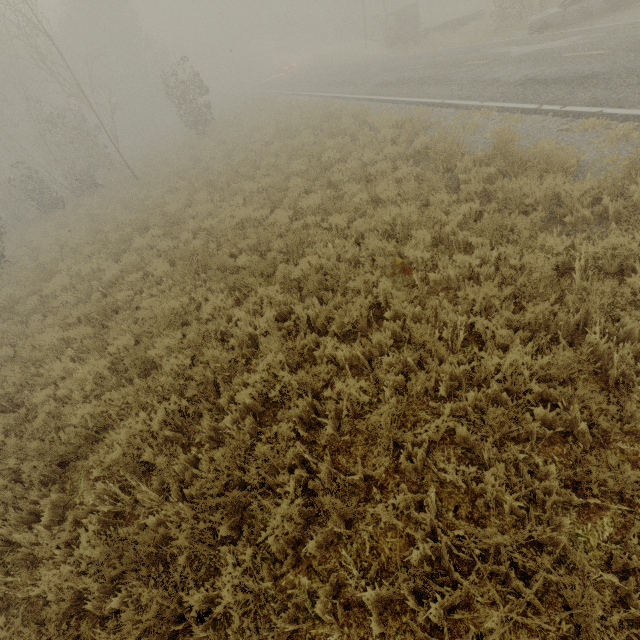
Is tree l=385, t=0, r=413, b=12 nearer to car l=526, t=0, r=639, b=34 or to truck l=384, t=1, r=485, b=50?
truck l=384, t=1, r=485, b=50

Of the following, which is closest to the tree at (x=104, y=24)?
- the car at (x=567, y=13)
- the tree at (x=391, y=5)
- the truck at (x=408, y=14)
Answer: the car at (x=567, y=13)

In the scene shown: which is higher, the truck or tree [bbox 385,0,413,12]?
tree [bbox 385,0,413,12]

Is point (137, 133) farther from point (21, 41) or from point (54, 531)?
point (54, 531)

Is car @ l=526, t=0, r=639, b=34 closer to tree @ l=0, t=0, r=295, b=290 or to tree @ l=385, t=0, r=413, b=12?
tree @ l=0, t=0, r=295, b=290

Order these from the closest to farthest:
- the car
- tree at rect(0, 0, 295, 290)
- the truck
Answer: the car < tree at rect(0, 0, 295, 290) < the truck

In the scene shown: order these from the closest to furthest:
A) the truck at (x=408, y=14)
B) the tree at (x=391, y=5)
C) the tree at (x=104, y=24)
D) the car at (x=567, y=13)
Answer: the car at (x=567, y=13) < the tree at (x=104, y=24) < the truck at (x=408, y=14) < the tree at (x=391, y=5)

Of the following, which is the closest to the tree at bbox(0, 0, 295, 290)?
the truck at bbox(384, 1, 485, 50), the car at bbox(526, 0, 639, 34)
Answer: the car at bbox(526, 0, 639, 34)
